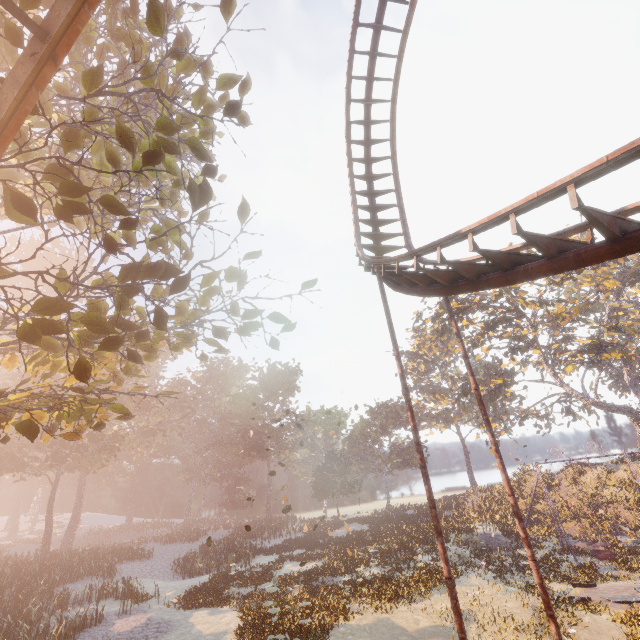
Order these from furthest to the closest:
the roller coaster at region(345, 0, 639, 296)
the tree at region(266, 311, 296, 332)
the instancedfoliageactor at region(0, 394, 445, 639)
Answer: the instancedfoliageactor at region(0, 394, 445, 639) → the tree at region(266, 311, 296, 332) → the roller coaster at region(345, 0, 639, 296)

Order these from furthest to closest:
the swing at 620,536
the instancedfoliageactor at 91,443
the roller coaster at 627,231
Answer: the swing at 620,536
the instancedfoliageactor at 91,443
the roller coaster at 627,231

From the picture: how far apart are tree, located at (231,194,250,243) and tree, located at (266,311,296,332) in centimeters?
345cm

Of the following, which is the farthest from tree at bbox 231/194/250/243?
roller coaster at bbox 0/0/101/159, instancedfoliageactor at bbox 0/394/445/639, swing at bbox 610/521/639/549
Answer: swing at bbox 610/521/639/549

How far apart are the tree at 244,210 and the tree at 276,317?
3.5 meters

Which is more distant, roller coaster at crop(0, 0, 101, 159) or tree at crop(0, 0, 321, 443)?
tree at crop(0, 0, 321, 443)

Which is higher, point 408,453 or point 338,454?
point 338,454

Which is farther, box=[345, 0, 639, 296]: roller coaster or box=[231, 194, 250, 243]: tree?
box=[231, 194, 250, 243]: tree
